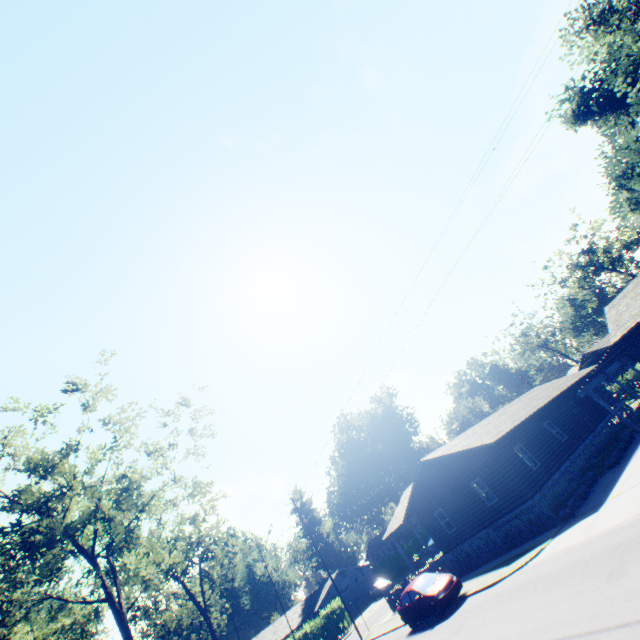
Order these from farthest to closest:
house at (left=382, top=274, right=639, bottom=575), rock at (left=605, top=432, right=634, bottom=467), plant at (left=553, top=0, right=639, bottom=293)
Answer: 1. plant at (left=553, top=0, right=639, bottom=293)
2. house at (left=382, top=274, right=639, bottom=575)
3. rock at (left=605, top=432, right=634, bottom=467)

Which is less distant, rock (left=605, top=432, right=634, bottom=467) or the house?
rock (left=605, top=432, right=634, bottom=467)

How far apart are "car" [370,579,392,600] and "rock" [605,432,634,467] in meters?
36.8 m

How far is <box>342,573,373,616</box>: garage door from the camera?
46.7 meters

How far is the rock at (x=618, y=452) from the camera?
17.7 meters

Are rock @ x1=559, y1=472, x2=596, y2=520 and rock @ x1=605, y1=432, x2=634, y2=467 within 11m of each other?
yes

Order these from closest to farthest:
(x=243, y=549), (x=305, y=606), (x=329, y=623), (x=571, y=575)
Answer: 1. (x=571, y=575)
2. (x=329, y=623)
3. (x=305, y=606)
4. (x=243, y=549)

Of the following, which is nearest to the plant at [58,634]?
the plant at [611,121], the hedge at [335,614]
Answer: the hedge at [335,614]
